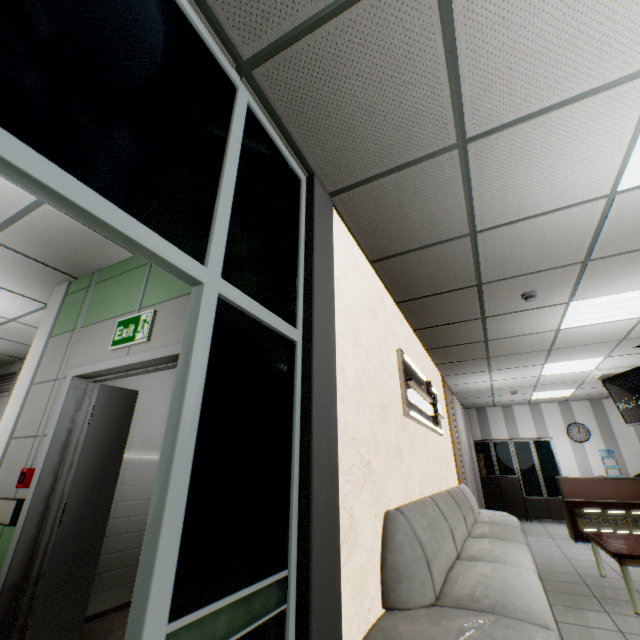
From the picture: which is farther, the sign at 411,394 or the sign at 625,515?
the sign at 625,515

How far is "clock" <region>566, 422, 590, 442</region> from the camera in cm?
955

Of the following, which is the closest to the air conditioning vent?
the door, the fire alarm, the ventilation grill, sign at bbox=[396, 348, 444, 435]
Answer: sign at bbox=[396, 348, 444, 435]

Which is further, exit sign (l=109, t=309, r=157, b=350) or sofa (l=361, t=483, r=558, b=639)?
exit sign (l=109, t=309, r=157, b=350)

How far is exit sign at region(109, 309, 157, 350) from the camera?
2.55m

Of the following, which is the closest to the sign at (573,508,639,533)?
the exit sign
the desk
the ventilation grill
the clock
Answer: the desk

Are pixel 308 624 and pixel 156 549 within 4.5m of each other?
yes

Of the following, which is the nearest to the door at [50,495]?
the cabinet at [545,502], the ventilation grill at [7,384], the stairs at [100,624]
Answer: the stairs at [100,624]
